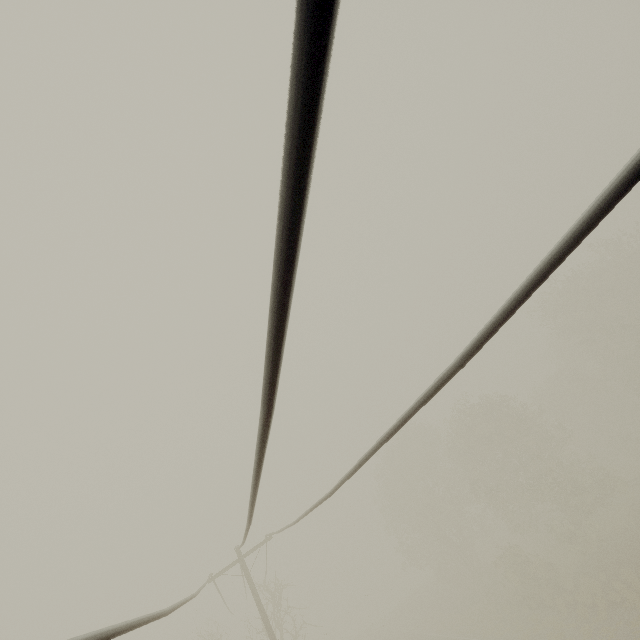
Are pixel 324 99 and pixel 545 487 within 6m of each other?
no
